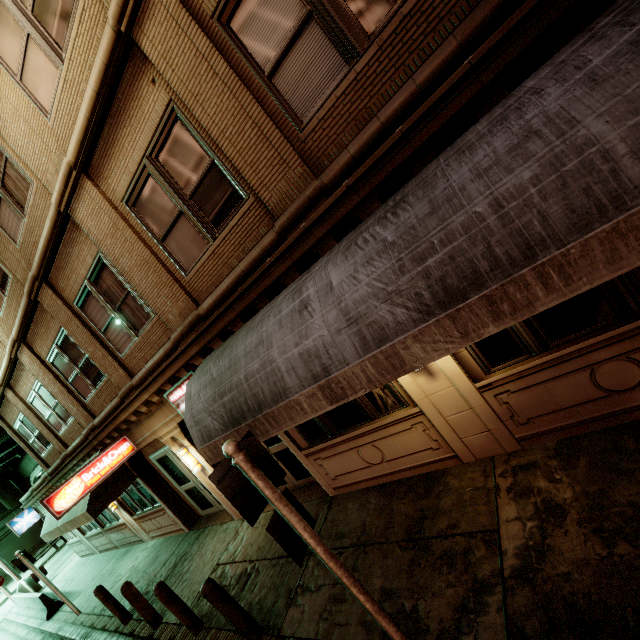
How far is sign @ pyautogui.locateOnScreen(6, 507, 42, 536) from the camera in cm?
1705

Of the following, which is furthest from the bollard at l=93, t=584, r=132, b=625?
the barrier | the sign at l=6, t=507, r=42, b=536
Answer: the sign at l=6, t=507, r=42, b=536

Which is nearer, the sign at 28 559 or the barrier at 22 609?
the sign at 28 559

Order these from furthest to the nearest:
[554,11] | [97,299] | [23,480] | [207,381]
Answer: [23,480]
[97,299]
[207,381]
[554,11]

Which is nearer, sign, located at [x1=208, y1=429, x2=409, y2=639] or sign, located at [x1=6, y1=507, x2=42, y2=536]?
sign, located at [x1=208, y1=429, x2=409, y2=639]

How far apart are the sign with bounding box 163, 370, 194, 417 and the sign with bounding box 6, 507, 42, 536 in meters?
18.0

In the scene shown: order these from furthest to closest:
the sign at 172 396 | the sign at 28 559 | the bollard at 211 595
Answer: the sign at 28 559 → the sign at 172 396 → the bollard at 211 595

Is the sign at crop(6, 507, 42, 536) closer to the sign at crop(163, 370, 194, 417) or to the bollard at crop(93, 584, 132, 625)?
the bollard at crop(93, 584, 132, 625)
